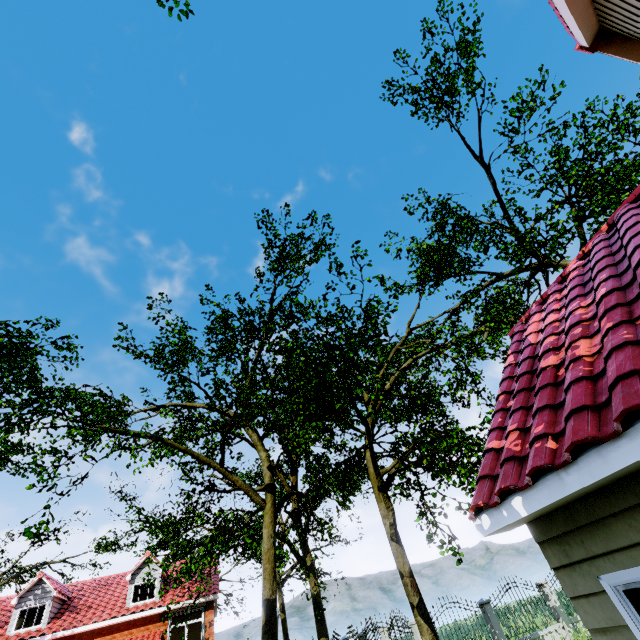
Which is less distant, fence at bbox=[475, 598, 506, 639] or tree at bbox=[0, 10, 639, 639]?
tree at bbox=[0, 10, 639, 639]

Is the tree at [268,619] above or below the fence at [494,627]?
above

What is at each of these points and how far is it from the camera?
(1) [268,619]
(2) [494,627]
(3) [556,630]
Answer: (1) tree, 10.39m
(2) fence, 12.52m
(3) fence, 13.02m

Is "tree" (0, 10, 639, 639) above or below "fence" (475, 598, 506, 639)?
above

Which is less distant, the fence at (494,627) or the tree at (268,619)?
the tree at (268,619)
